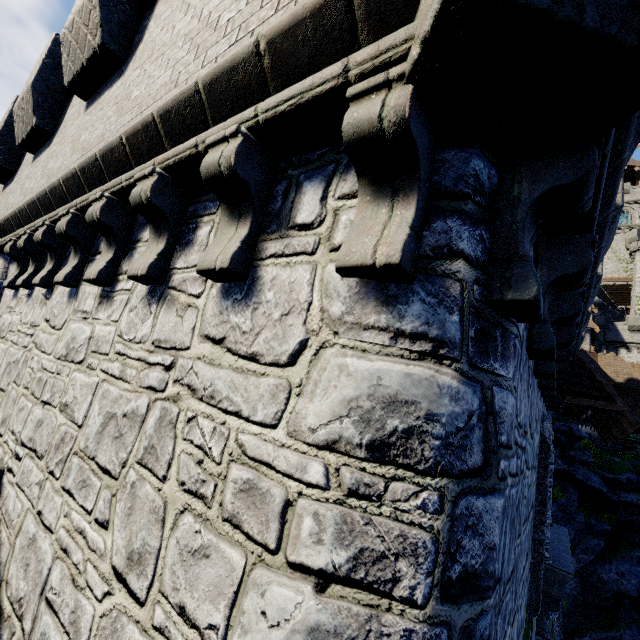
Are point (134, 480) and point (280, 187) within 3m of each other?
yes

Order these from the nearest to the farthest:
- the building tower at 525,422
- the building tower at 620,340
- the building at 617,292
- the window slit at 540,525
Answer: the building tower at 525,422, the window slit at 540,525, the building tower at 620,340, the building at 617,292

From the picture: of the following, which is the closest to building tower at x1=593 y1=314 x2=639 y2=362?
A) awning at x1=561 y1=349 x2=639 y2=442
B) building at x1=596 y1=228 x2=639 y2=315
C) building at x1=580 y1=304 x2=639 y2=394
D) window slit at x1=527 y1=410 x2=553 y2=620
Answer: building at x1=596 y1=228 x2=639 y2=315

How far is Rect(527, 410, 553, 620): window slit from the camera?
4.43m

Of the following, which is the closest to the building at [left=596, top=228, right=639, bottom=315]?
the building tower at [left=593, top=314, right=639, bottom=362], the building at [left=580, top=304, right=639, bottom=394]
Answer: the building tower at [left=593, top=314, right=639, bottom=362]

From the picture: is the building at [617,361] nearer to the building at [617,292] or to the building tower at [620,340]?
the building tower at [620,340]

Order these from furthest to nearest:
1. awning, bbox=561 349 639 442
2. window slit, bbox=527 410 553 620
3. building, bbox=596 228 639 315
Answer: building, bbox=596 228 639 315
awning, bbox=561 349 639 442
window slit, bbox=527 410 553 620

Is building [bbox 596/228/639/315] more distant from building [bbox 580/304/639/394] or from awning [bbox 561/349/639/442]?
awning [bbox 561/349/639/442]
